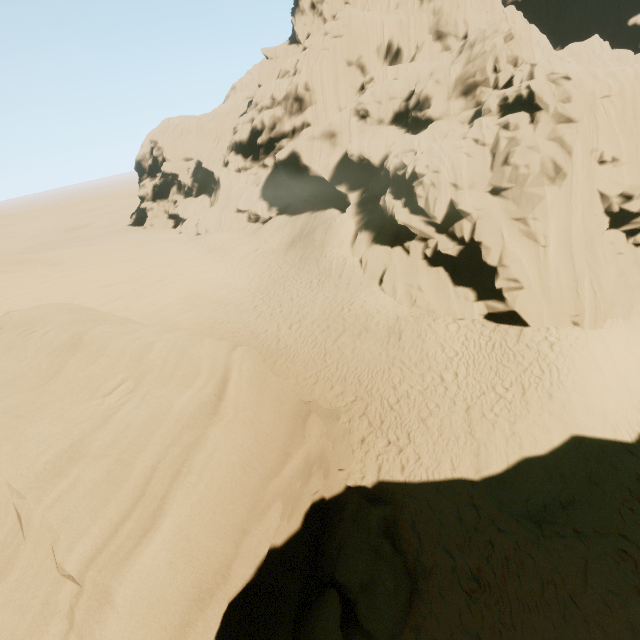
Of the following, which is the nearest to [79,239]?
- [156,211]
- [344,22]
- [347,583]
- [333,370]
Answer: [156,211]

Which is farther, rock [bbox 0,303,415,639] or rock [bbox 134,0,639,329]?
rock [bbox 134,0,639,329]

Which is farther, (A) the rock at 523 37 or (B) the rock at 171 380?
(A) the rock at 523 37
